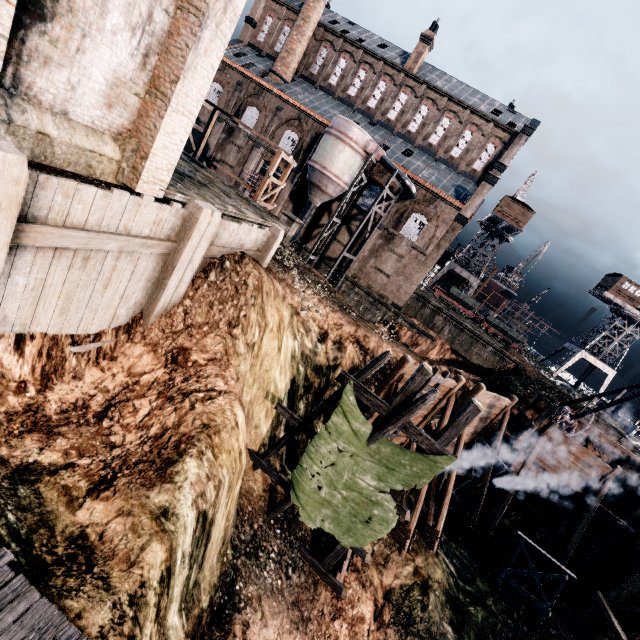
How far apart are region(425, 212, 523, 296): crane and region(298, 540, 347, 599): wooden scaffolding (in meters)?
50.21

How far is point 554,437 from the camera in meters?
22.0

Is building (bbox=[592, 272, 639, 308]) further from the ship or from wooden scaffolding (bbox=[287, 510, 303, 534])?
wooden scaffolding (bbox=[287, 510, 303, 534])

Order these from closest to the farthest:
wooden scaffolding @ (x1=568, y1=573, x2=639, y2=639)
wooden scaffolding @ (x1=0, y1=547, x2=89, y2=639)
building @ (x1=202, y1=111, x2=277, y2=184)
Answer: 1. wooden scaffolding @ (x1=0, y1=547, x2=89, y2=639)
2. wooden scaffolding @ (x1=568, y1=573, x2=639, y2=639)
3. building @ (x1=202, y1=111, x2=277, y2=184)

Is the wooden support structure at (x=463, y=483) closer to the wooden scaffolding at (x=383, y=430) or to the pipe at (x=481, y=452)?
the pipe at (x=481, y=452)

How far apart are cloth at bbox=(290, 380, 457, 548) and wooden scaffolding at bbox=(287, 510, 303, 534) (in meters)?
0.01

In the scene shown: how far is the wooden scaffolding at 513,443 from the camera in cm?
2180

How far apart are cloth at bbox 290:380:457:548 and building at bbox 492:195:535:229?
49.2m
